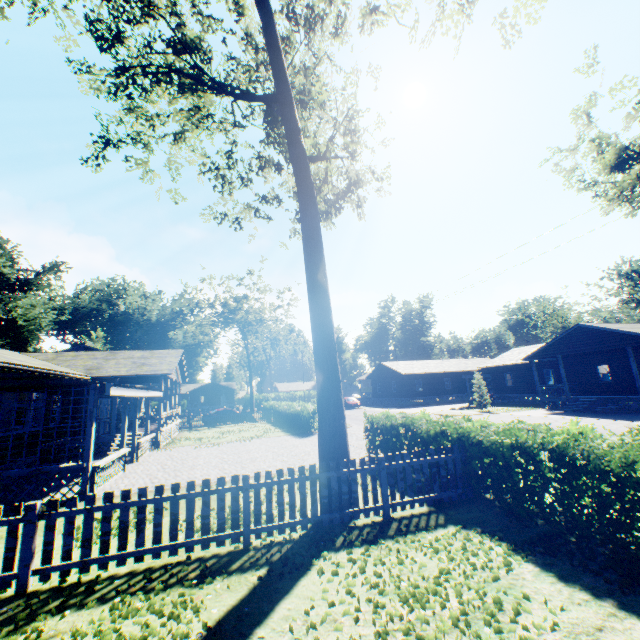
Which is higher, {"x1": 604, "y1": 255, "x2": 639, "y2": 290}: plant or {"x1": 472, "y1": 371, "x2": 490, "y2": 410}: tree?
{"x1": 604, "y1": 255, "x2": 639, "y2": 290}: plant

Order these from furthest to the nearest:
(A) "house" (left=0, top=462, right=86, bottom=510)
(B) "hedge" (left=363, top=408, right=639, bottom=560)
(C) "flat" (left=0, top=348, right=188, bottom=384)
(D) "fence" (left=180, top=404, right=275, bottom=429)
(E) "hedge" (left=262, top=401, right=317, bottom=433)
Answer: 1. (D) "fence" (left=180, top=404, right=275, bottom=429)
2. (E) "hedge" (left=262, top=401, right=317, bottom=433)
3. (C) "flat" (left=0, top=348, right=188, bottom=384)
4. (A) "house" (left=0, top=462, right=86, bottom=510)
5. (B) "hedge" (left=363, top=408, right=639, bottom=560)

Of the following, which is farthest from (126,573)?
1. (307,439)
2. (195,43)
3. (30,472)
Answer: (195,43)

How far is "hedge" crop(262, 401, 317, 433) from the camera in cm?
2225

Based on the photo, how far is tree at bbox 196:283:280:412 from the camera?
48.4 meters

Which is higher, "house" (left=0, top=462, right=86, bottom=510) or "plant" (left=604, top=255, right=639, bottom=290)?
"plant" (left=604, top=255, right=639, bottom=290)

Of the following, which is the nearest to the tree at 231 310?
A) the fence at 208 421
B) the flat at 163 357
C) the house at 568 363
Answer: the fence at 208 421

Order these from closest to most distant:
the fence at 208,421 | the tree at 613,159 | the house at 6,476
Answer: the house at 6,476 < the tree at 613,159 < the fence at 208,421
